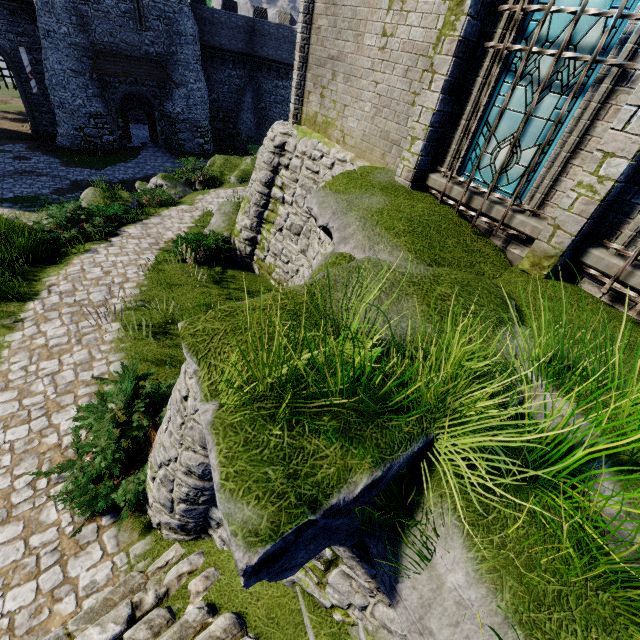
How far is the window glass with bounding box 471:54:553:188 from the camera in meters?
4.7

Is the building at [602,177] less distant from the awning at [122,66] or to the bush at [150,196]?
the bush at [150,196]

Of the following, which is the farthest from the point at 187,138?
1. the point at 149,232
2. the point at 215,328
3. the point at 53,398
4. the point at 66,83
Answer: the point at 215,328

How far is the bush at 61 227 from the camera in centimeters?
1102cm

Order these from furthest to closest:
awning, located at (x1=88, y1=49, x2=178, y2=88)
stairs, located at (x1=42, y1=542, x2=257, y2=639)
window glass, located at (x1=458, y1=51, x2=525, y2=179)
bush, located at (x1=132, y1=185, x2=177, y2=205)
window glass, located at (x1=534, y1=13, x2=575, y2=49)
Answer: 1. awning, located at (x1=88, y1=49, x2=178, y2=88)
2. bush, located at (x1=132, y1=185, x2=177, y2=205)
3. window glass, located at (x1=458, y1=51, x2=525, y2=179)
4. window glass, located at (x1=534, y1=13, x2=575, y2=49)
5. stairs, located at (x1=42, y1=542, x2=257, y2=639)

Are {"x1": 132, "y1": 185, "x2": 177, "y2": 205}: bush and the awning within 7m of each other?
no

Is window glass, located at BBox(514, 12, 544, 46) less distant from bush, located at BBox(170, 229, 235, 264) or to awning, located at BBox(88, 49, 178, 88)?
bush, located at BBox(170, 229, 235, 264)

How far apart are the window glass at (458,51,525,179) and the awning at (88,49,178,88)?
30.3m
